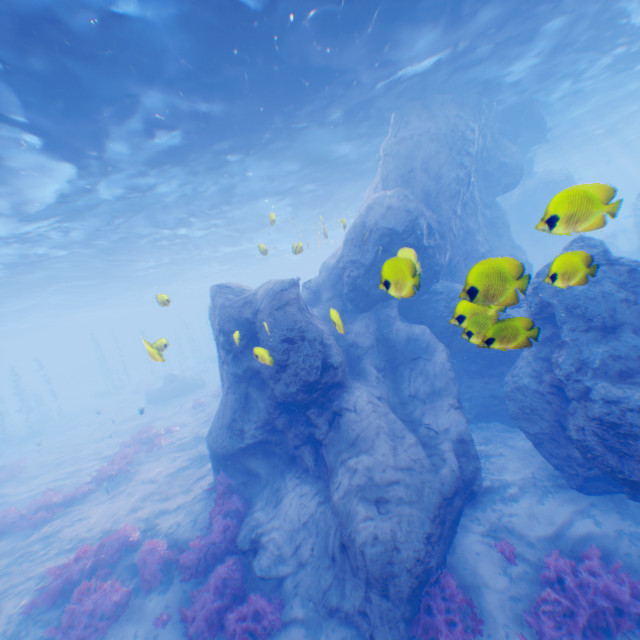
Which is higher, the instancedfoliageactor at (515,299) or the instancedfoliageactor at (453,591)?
the instancedfoliageactor at (515,299)

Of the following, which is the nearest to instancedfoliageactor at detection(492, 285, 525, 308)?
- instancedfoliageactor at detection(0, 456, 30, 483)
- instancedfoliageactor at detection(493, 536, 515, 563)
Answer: instancedfoliageactor at detection(493, 536, 515, 563)

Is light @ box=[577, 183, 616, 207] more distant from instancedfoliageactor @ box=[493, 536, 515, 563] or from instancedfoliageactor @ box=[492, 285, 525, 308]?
instancedfoliageactor @ box=[493, 536, 515, 563]

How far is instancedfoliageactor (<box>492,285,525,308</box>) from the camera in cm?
338

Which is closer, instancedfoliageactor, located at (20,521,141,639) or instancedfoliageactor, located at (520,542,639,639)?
instancedfoliageactor, located at (520,542,639,639)

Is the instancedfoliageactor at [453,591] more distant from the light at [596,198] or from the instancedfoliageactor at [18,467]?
the instancedfoliageactor at [18,467]

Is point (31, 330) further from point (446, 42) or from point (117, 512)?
point (446, 42)

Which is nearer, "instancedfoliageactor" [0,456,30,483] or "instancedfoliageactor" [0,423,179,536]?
"instancedfoliageactor" [0,423,179,536]
